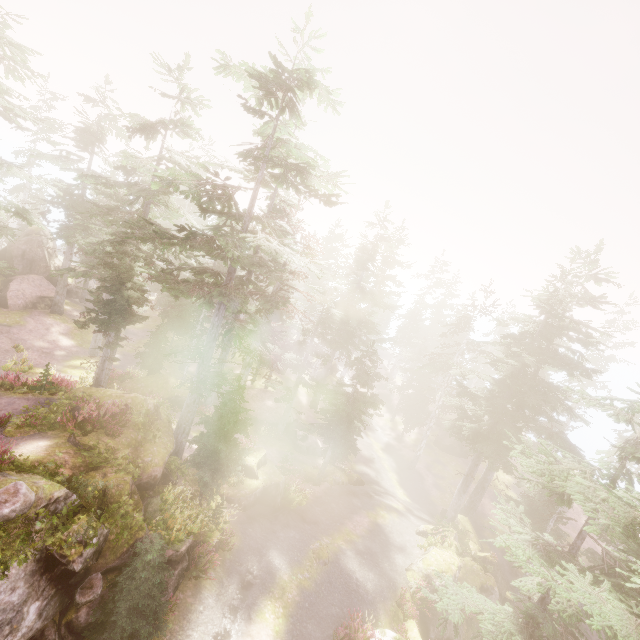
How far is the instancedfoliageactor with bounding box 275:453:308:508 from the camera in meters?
20.5 m

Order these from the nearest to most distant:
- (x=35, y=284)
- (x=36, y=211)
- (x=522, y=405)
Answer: (x=522, y=405), (x=35, y=284), (x=36, y=211)

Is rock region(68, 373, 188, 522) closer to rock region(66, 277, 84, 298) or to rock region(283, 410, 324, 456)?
rock region(283, 410, 324, 456)

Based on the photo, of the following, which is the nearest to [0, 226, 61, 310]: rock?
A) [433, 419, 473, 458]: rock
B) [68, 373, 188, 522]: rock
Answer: [68, 373, 188, 522]: rock

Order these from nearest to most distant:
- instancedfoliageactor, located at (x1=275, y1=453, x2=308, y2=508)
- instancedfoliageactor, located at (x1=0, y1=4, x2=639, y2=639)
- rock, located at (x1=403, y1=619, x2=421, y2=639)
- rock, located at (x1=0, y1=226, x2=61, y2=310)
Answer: instancedfoliageactor, located at (x1=0, y1=4, x2=639, y2=639) → rock, located at (x1=403, y1=619, x2=421, y2=639) → instancedfoliageactor, located at (x1=275, y1=453, x2=308, y2=508) → rock, located at (x1=0, y1=226, x2=61, y2=310)

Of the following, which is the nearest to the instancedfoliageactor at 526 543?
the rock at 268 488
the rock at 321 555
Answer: the rock at 268 488

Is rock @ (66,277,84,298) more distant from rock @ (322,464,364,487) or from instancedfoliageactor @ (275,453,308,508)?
rock @ (322,464,364,487)

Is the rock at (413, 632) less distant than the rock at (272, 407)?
Yes
